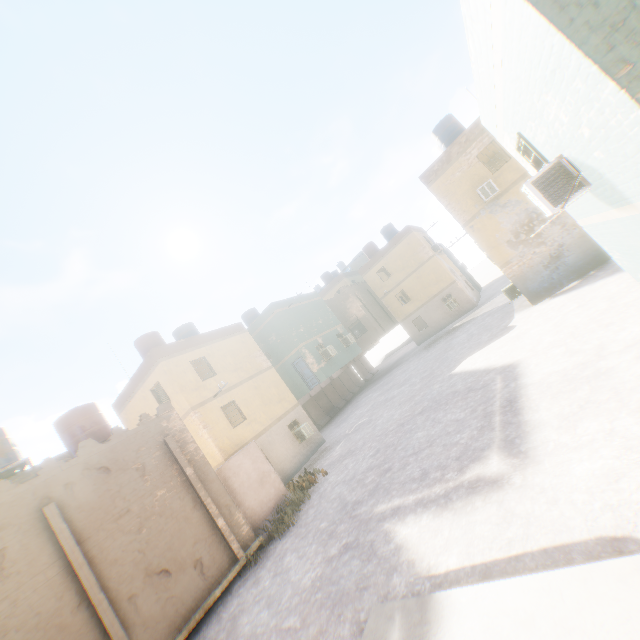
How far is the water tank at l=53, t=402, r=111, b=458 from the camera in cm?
1271

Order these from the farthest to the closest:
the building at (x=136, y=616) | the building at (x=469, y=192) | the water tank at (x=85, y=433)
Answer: the water tank at (x=85, y=433) → the building at (x=136, y=616) → the building at (x=469, y=192)

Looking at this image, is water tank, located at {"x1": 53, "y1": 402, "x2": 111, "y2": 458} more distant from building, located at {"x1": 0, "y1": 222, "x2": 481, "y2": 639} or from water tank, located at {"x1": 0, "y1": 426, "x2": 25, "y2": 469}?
water tank, located at {"x1": 0, "y1": 426, "x2": 25, "y2": 469}

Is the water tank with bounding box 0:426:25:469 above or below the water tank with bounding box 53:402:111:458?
above

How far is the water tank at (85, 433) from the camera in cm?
1271

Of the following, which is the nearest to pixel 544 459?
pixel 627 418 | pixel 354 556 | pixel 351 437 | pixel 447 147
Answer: pixel 627 418

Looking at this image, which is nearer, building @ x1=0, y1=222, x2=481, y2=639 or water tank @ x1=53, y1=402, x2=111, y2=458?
building @ x1=0, y1=222, x2=481, y2=639
